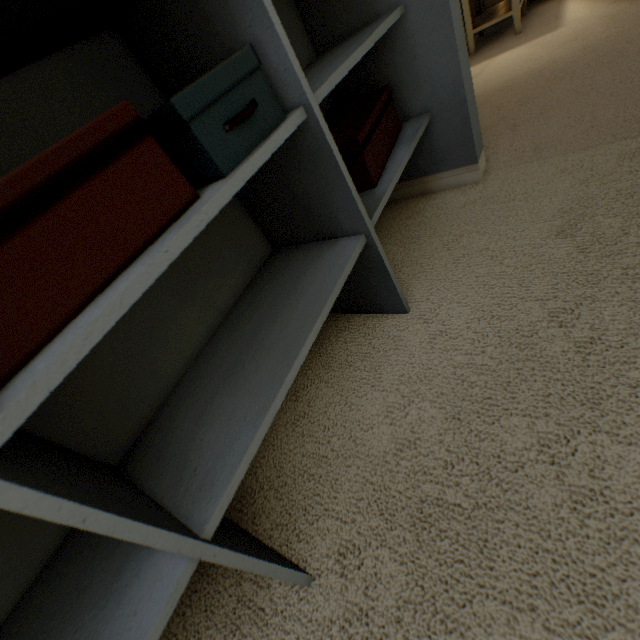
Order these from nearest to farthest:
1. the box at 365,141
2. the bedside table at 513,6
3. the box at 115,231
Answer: the box at 115,231 < the box at 365,141 < the bedside table at 513,6

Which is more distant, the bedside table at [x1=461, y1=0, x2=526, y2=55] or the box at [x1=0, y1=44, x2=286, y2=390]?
the bedside table at [x1=461, y1=0, x2=526, y2=55]

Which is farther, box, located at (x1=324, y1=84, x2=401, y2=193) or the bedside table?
the bedside table

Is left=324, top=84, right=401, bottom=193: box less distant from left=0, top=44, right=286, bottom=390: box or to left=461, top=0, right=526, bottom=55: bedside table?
left=0, top=44, right=286, bottom=390: box

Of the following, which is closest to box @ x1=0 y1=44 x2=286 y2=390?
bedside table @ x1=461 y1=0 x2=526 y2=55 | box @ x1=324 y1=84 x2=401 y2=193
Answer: box @ x1=324 y1=84 x2=401 y2=193

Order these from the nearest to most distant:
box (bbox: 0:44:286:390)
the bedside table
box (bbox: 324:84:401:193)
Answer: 1. box (bbox: 0:44:286:390)
2. box (bbox: 324:84:401:193)
3. the bedside table

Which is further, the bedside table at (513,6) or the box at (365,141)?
the bedside table at (513,6)

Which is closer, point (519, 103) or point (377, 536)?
point (377, 536)
